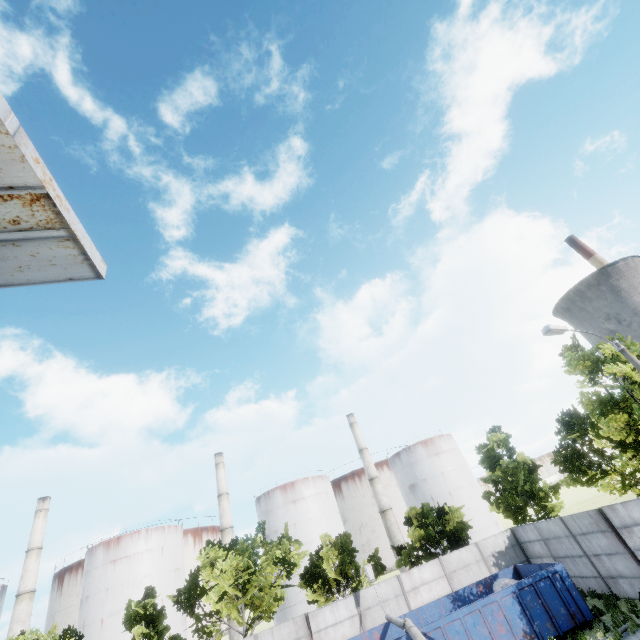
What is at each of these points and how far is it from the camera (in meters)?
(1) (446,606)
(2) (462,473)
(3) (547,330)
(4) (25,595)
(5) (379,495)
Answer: (1) garbage container, 17.66
(2) storage tank, 53.22
(3) lamp post, 12.93
(4) chimney, 40.53
(5) chimney, 50.69

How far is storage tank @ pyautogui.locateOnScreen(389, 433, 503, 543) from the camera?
49.22m

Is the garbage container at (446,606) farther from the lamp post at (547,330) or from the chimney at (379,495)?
the chimney at (379,495)

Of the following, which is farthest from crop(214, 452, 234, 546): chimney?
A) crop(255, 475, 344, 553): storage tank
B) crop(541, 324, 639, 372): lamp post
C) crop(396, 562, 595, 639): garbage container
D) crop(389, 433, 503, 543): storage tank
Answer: crop(541, 324, 639, 372): lamp post

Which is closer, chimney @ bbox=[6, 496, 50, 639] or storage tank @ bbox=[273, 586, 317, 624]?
chimney @ bbox=[6, 496, 50, 639]

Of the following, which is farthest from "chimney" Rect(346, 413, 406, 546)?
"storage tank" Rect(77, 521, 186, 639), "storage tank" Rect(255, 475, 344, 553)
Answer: "storage tank" Rect(77, 521, 186, 639)

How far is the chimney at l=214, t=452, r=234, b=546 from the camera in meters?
47.3 m

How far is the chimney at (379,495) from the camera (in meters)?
47.53
